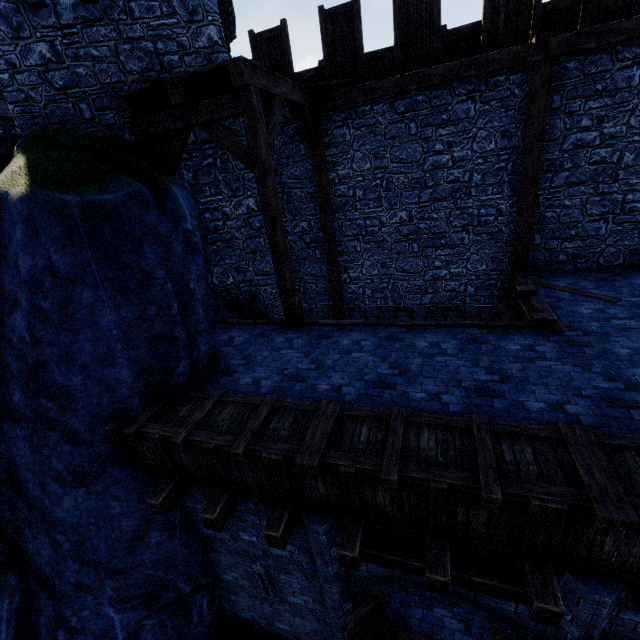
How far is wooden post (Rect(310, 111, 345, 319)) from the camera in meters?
8.8 m

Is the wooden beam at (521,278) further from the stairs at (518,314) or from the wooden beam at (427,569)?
the wooden beam at (427,569)

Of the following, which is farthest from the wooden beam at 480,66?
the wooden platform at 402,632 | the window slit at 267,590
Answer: the wooden platform at 402,632

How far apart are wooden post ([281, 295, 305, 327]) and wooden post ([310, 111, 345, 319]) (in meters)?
3.08

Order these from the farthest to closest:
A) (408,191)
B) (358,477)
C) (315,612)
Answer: (408,191)
(315,612)
(358,477)

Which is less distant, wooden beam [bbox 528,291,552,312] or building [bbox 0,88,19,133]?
wooden beam [bbox 528,291,552,312]

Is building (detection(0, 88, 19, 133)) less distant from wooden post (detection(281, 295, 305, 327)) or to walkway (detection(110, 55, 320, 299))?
walkway (detection(110, 55, 320, 299))

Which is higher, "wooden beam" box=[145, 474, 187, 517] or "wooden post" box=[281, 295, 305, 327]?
"wooden post" box=[281, 295, 305, 327]
